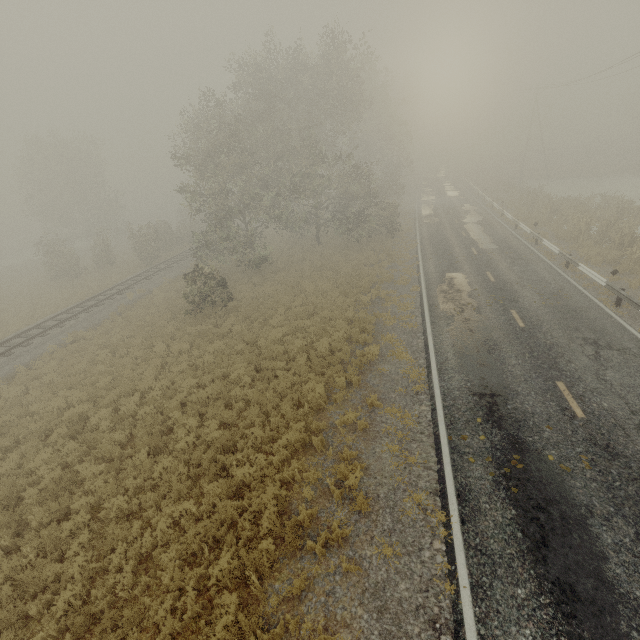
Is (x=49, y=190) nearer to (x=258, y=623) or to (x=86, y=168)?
(x=86, y=168)

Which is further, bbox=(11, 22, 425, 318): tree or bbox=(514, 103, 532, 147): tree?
bbox=(514, 103, 532, 147): tree

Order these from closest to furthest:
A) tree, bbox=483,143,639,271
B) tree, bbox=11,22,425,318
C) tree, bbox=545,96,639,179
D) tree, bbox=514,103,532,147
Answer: tree, bbox=483,143,639,271 < tree, bbox=11,22,425,318 < tree, bbox=545,96,639,179 < tree, bbox=514,103,532,147

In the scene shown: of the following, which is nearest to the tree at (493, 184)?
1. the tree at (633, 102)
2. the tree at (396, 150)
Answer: the tree at (633, 102)

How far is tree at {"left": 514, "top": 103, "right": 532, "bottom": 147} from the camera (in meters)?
50.08

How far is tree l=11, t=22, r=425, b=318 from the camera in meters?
20.8 m

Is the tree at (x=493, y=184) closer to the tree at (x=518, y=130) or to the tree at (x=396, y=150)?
the tree at (x=518, y=130)

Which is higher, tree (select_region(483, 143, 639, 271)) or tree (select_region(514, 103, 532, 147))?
tree (select_region(514, 103, 532, 147))
